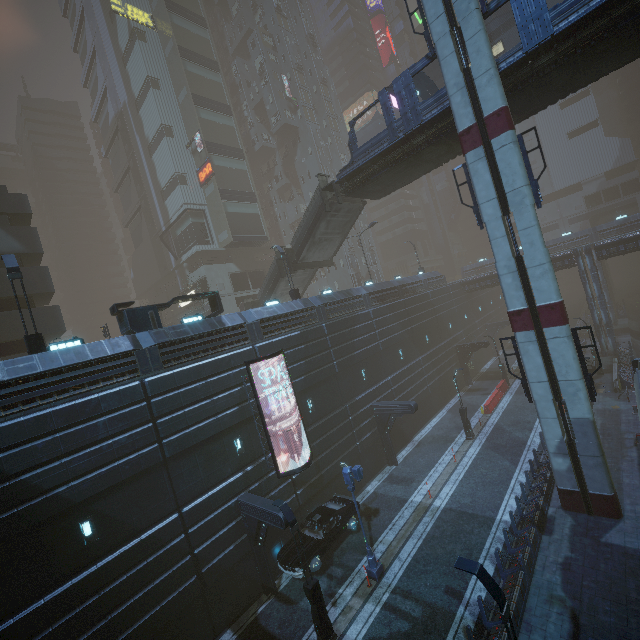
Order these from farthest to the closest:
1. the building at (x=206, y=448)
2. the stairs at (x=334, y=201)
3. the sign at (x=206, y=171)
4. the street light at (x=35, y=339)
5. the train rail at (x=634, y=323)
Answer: the sign at (x=206, y=171), the train rail at (x=634, y=323), the stairs at (x=334, y=201), the street light at (x=35, y=339), the building at (x=206, y=448)

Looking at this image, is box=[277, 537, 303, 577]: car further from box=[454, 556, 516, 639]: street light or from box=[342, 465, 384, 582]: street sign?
box=[454, 556, 516, 639]: street light

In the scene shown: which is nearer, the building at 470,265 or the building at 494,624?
the building at 494,624

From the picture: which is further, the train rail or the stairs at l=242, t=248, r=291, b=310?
the train rail

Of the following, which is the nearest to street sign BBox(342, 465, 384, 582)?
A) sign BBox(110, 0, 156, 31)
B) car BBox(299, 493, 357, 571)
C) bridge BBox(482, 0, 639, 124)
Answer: car BBox(299, 493, 357, 571)

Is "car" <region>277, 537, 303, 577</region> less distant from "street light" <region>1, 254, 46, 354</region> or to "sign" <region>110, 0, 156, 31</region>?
"street light" <region>1, 254, 46, 354</region>

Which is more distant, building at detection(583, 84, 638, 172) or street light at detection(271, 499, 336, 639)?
building at detection(583, 84, 638, 172)

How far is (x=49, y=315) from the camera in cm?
2323
